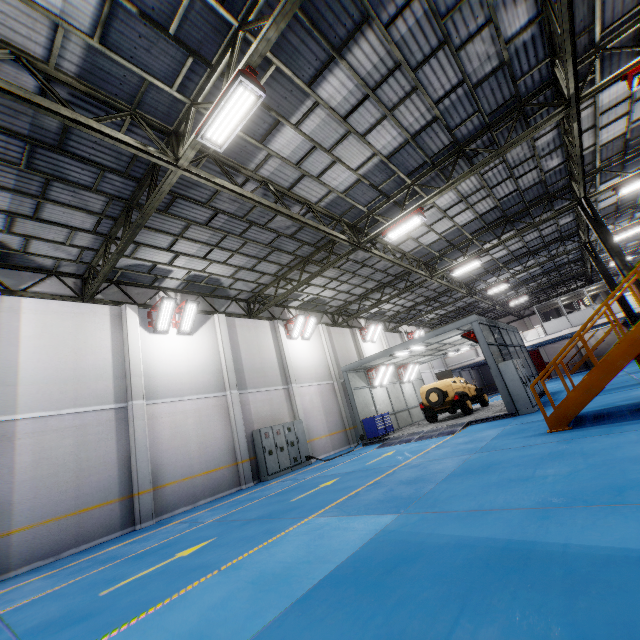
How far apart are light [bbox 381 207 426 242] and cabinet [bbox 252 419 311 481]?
9.77m

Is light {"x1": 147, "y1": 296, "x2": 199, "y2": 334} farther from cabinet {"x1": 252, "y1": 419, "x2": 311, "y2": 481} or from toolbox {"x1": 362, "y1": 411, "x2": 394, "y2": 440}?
toolbox {"x1": 362, "y1": 411, "x2": 394, "y2": 440}

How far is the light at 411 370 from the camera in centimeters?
2288cm

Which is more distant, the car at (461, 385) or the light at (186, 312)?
the car at (461, 385)

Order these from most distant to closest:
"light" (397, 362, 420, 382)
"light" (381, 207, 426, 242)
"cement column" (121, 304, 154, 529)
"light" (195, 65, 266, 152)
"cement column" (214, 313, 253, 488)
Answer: "light" (397, 362, 420, 382), "cement column" (214, 313, 253, 488), "light" (381, 207, 426, 242), "cement column" (121, 304, 154, 529), "light" (195, 65, 266, 152)

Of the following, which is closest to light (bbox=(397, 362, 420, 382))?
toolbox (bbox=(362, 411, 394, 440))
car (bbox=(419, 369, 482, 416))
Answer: car (bbox=(419, 369, 482, 416))

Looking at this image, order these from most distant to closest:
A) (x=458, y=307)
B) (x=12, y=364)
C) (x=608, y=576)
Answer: (x=458, y=307), (x=12, y=364), (x=608, y=576)

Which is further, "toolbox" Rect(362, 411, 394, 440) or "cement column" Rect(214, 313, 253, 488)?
"toolbox" Rect(362, 411, 394, 440)
